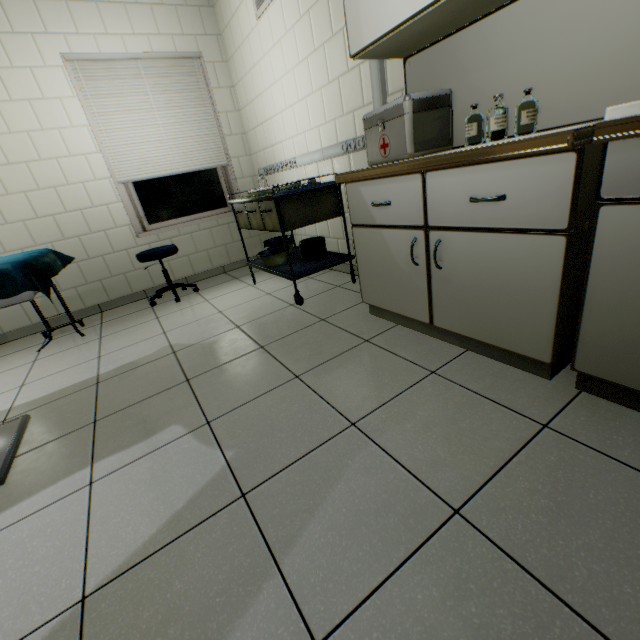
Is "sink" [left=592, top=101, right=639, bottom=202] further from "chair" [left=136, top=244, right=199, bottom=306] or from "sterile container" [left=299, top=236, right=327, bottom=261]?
"chair" [left=136, top=244, right=199, bottom=306]

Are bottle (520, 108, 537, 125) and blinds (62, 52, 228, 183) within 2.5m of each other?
no

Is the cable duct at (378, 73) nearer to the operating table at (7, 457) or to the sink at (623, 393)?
the sink at (623, 393)

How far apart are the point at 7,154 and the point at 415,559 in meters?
4.5 m

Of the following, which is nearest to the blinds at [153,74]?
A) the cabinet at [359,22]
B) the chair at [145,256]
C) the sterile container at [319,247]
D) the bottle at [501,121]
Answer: the chair at [145,256]

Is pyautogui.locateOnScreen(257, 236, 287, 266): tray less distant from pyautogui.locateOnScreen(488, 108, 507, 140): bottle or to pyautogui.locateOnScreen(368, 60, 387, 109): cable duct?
pyautogui.locateOnScreen(368, 60, 387, 109): cable duct

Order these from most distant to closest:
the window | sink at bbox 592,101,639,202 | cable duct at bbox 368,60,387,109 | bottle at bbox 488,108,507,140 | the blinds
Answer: the window < the blinds < cable duct at bbox 368,60,387,109 < bottle at bbox 488,108,507,140 < sink at bbox 592,101,639,202

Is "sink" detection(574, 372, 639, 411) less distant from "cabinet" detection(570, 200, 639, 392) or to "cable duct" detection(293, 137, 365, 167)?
"cabinet" detection(570, 200, 639, 392)
